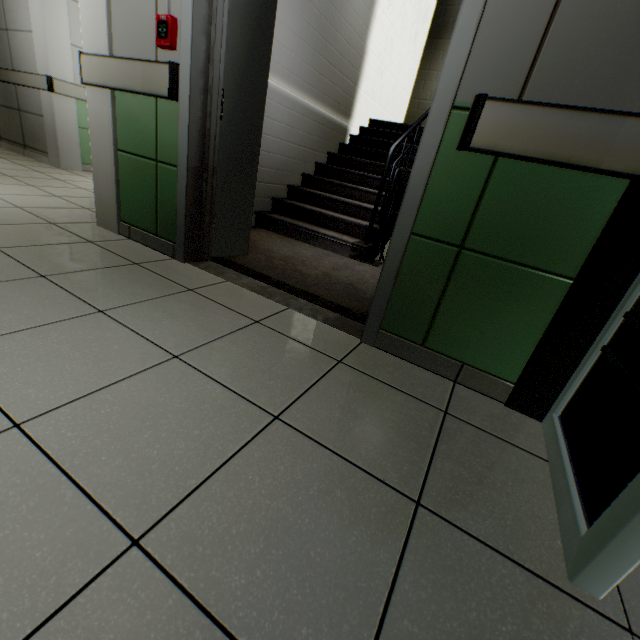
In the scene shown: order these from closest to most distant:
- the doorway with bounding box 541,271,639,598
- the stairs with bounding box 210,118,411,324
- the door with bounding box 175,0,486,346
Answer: the doorway with bounding box 541,271,639,598
the door with bounding box 175,0,486,346
the stairs with bounding box 210,118,411,324

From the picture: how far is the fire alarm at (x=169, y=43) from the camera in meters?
1.8 m

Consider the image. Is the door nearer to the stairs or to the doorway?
the stairs

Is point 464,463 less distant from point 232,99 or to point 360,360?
point 360,360

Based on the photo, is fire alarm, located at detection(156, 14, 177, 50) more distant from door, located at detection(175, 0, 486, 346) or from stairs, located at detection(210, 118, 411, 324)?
stairs, located at detection(210, 118, 411, 324)

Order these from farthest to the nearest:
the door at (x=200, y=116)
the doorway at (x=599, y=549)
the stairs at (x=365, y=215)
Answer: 1. the stairs at (x=365, y=215)
2. the door at (x=200, y=116)
3. the doorway at (x=599, y=549)

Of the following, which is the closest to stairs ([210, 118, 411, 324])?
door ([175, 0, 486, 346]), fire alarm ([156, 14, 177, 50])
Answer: door ([175, 0, 486, 346])
